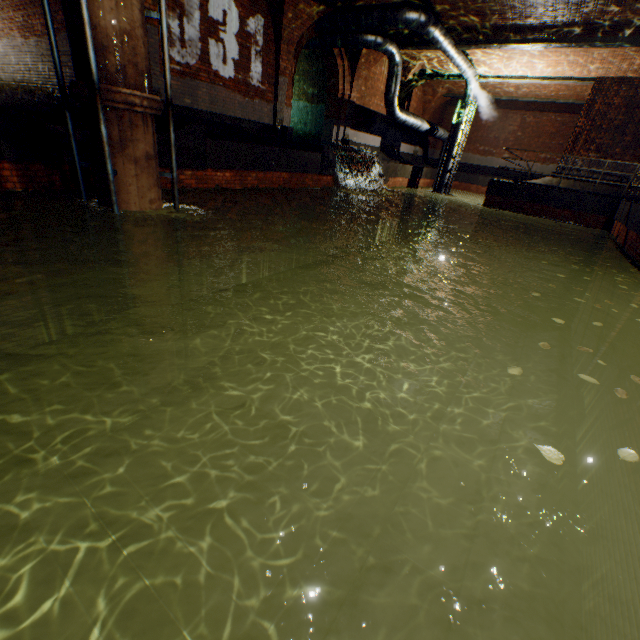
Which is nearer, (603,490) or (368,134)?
(603,490)

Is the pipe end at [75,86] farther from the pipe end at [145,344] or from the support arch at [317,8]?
the support arch at [317,8]

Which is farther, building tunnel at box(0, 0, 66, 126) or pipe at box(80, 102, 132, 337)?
building tunnel at box(0, 0, 66, 126)

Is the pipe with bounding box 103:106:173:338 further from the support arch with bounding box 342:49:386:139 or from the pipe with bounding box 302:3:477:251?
the support arch with bounding box 342:49:386:139

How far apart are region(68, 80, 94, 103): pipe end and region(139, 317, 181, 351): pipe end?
3.99m

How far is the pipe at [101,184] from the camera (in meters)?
4.84

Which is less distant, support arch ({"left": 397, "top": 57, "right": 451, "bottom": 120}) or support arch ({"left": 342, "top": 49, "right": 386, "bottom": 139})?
support arch ({"left": 342, "top": 49, "right": 386, "bottom": 139})

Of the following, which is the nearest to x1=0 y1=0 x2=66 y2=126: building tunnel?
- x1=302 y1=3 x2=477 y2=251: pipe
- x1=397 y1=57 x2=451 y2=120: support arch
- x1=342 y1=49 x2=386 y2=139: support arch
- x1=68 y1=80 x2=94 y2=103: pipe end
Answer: x1=68 y1=80 x2=94 y2=103: pipe end
